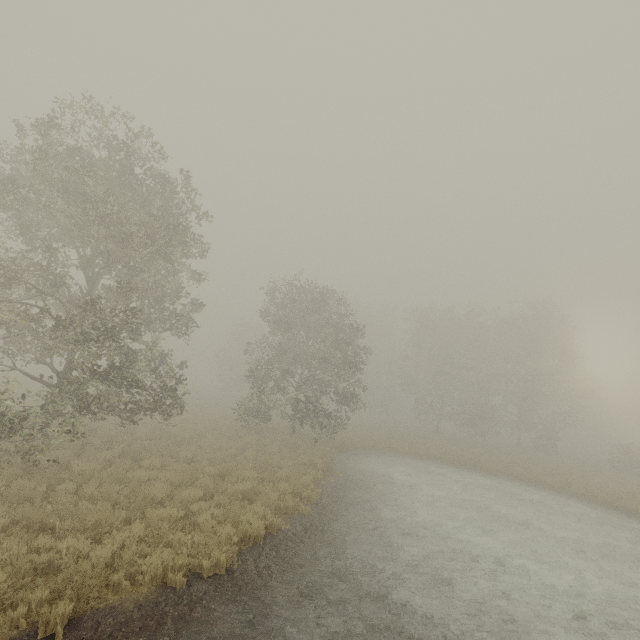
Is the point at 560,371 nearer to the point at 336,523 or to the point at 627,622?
the point at 627,622
